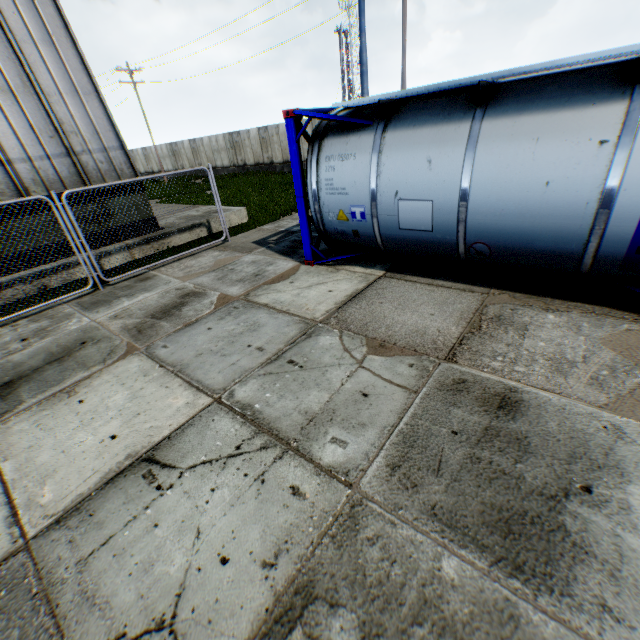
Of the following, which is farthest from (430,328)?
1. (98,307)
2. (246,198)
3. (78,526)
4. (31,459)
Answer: (246,198)

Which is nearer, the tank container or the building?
the tank container

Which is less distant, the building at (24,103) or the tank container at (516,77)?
the tank container at (516,77)
